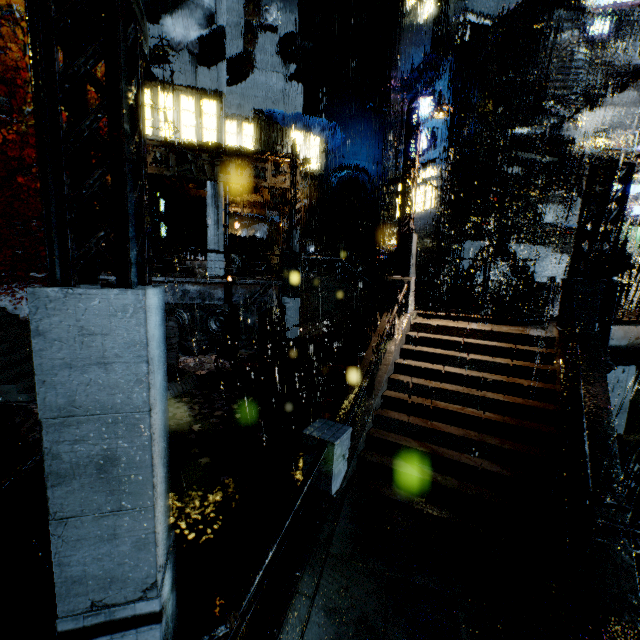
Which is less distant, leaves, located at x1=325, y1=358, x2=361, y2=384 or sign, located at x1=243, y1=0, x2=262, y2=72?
leaves, located at x1=325, y1=358, x2=361, y2=384

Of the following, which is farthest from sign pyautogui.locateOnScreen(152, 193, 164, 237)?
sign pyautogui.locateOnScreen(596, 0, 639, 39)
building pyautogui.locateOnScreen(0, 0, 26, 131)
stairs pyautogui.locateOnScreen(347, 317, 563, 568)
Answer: sign pyautogui.locateOnScreen(596, 0, 639, 39)

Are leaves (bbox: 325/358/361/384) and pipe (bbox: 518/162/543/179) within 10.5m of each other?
no

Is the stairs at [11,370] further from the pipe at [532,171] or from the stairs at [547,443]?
the pipe at [532,171]

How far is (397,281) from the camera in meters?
11.1

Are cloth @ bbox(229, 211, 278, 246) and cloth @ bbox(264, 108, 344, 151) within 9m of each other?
yes

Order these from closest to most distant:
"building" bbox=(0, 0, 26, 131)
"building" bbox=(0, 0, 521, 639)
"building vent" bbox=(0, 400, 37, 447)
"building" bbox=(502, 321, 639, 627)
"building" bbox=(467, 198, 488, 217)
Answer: "building" bbox=(0, 0, 521, 639) → "building" bbox=(502, 321, 639, 627) → "building vent" bbox=(0, 400, 37, 447) → "building" bbox=(0, 0, 26, 131) → "building" bbox=(467, 198, 488, 217)

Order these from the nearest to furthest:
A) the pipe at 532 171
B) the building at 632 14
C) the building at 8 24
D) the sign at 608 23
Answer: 1. the pipe at 532 171
2. the building at 8 24
3. the sign at 608 23
4. the building at 632 14
